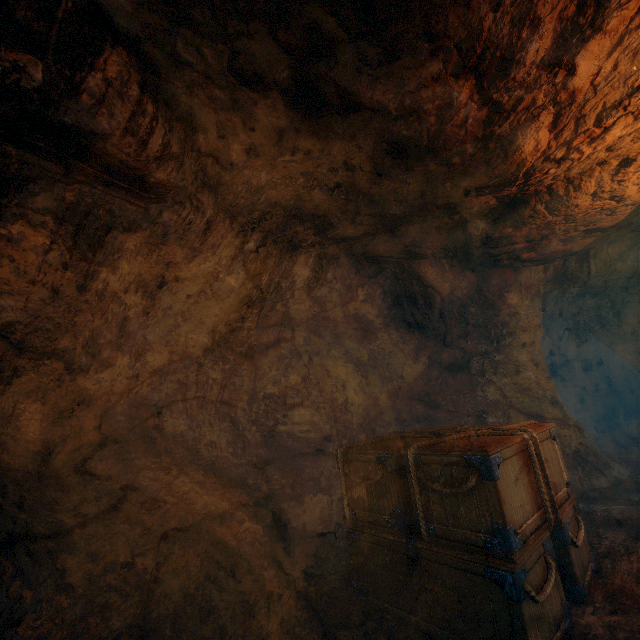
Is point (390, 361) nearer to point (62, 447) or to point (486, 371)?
point (486, 371)

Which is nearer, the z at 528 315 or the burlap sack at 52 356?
the burlap sack at 52 356

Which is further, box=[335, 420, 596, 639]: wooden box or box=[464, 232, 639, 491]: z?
box=[464, 232, 639, 491]: z

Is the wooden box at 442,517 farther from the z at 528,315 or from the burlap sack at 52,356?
the z at 528,315

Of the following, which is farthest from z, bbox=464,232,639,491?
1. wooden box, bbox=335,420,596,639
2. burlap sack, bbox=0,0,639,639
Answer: wooden box, bbox=335,420,596,639

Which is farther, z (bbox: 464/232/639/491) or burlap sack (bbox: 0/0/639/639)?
z (bbox: 464/232/639/491)
